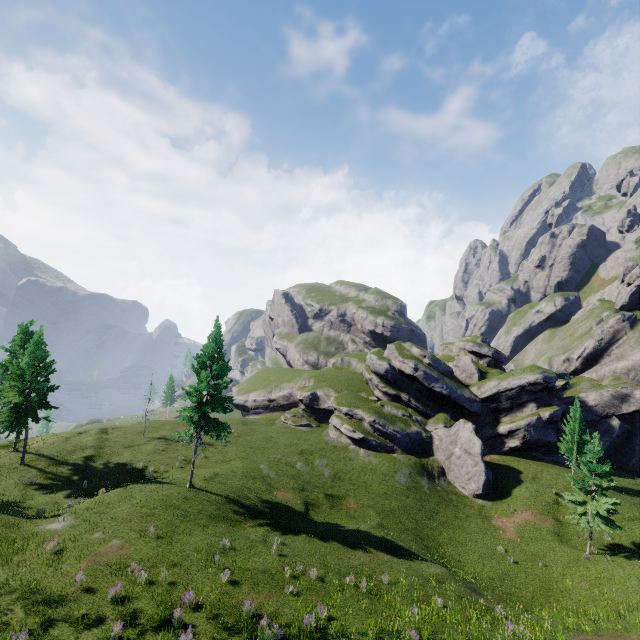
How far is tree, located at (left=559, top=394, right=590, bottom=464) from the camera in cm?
3956

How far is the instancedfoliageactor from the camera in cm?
2800

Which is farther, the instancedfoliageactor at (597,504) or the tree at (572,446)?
the tree at (572,446)

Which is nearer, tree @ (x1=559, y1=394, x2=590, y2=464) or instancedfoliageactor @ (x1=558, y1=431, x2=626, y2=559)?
instancedfoliageactor @ (x1=558, y1=431, x2=626, y2=559)

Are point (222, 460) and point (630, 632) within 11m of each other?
no

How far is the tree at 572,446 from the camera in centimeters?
3956cm
